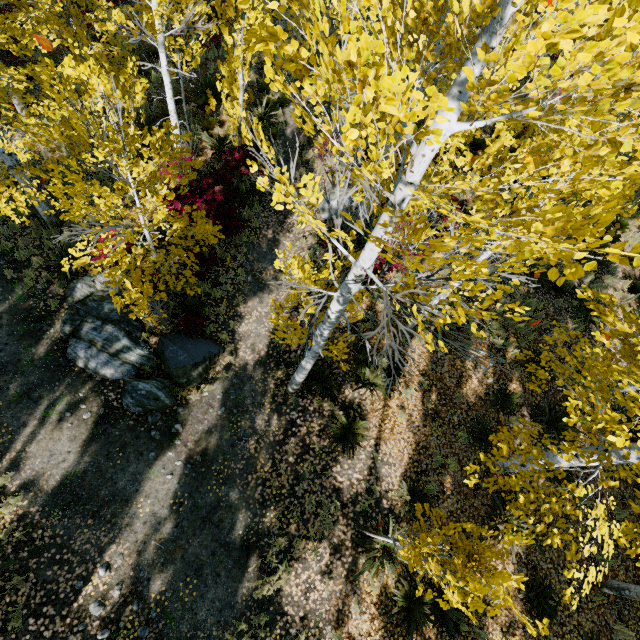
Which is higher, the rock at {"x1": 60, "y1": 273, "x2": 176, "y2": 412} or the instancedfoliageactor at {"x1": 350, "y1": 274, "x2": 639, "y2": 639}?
the instancedfoliageactor at {"x1": 350, "y1": 274, "x2": 639, "y2": 639}

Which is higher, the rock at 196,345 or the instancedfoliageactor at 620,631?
the instancedfoliageactor at 620,631

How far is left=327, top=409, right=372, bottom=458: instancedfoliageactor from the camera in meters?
7.4 m

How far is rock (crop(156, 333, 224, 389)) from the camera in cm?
769

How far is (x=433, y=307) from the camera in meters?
2.9 m

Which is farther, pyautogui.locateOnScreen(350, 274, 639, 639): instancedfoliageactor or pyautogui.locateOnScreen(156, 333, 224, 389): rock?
pyautogui.locateOnScreen(156, 333, 224, 389): rock
